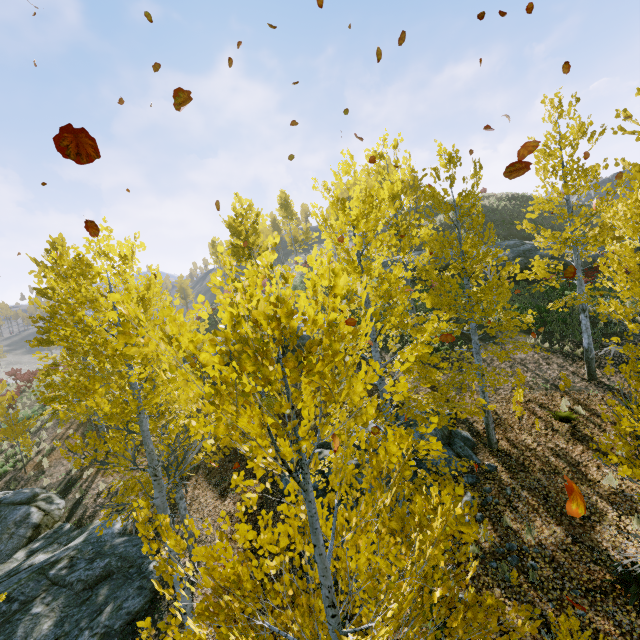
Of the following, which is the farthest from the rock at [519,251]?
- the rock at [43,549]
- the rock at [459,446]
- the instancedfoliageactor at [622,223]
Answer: the rock at [43,549]

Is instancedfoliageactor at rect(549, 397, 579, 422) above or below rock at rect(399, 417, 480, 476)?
above

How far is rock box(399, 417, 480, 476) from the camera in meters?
10.4 m

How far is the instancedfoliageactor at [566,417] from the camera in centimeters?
1049cm

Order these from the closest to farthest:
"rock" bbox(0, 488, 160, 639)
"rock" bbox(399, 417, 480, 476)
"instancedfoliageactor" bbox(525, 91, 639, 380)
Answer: "instancedfoliageactor" bbox(525, 91, 639, 380) < "rock" bbox(0, 488, 160, 639) < "rock" bbox(399, 417, 480, 476)

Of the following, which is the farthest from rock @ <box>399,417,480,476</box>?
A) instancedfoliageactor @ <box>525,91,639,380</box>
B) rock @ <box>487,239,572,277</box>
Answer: rock @ <box>487,239,572,277</box>

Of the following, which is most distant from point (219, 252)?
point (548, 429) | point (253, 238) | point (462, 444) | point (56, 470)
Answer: point (548, 429)

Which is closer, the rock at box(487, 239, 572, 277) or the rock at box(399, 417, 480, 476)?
the rock at box(399, 417, 480, 476)
